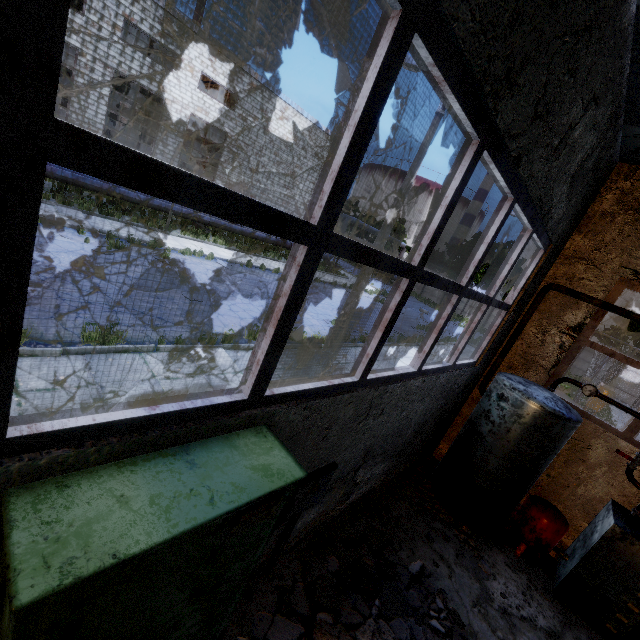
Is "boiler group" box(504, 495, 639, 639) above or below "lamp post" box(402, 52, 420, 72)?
below

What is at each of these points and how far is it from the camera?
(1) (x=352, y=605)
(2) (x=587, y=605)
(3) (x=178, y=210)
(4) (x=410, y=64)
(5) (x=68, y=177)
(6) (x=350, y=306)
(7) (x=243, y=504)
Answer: (1) concrete debris, 3.8m
(2) boiler group, 5.0m
(3) pipe, 19.6m
(4) lamp post, 11.1m
(5) pipe, 15.5m
(6) lamp post, 12.3m
(7) power box, 1.7m

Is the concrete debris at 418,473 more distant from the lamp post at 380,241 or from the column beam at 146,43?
the column beam at 146,43

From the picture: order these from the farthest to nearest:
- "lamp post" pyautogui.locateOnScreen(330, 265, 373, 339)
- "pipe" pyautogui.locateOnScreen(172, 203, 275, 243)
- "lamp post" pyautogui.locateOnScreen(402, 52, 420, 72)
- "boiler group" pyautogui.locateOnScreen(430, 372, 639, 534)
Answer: "pipe" pyautogui.locateOnScreen(172, 203, 275, 243)
"lamp post" pyautogui.locateOnScreen(330, 265, 373, 339)
"lamp post" pyautogui.locateOnScreen(402, 52, 420, 72)
"boiler group" pyautogui.locateOnScreen(430, 372, 639, 534)

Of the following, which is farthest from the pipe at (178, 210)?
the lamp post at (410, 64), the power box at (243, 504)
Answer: the power box at (243, 504)

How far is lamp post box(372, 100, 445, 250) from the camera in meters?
10.5 m

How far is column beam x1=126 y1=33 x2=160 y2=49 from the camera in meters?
23.8
